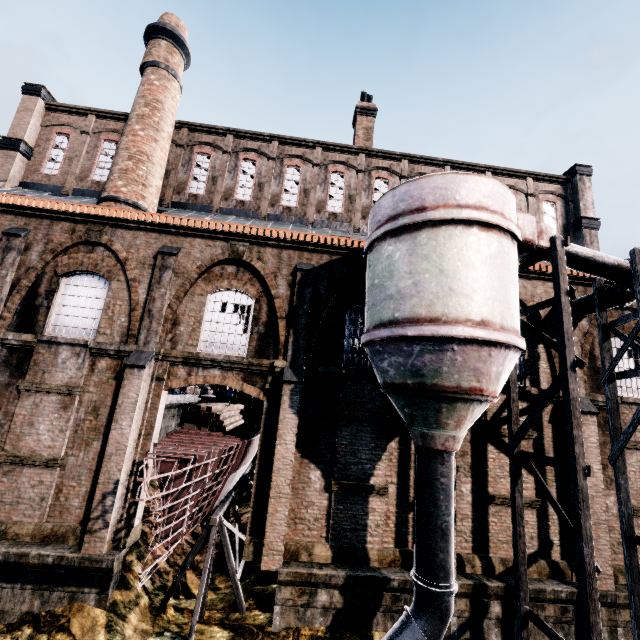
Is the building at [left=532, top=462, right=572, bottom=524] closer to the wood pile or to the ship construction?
the ship construction

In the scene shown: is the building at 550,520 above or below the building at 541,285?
below

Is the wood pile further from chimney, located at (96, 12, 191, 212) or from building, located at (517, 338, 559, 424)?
chimney, located at (96, 12, 191, 212)

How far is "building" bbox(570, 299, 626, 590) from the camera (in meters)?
11.78

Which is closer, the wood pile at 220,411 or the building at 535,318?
the building at 535,318

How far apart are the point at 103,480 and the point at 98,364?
4.28m

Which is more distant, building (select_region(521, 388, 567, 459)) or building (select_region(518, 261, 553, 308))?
building (select_region(518, 261, 553, 308))
